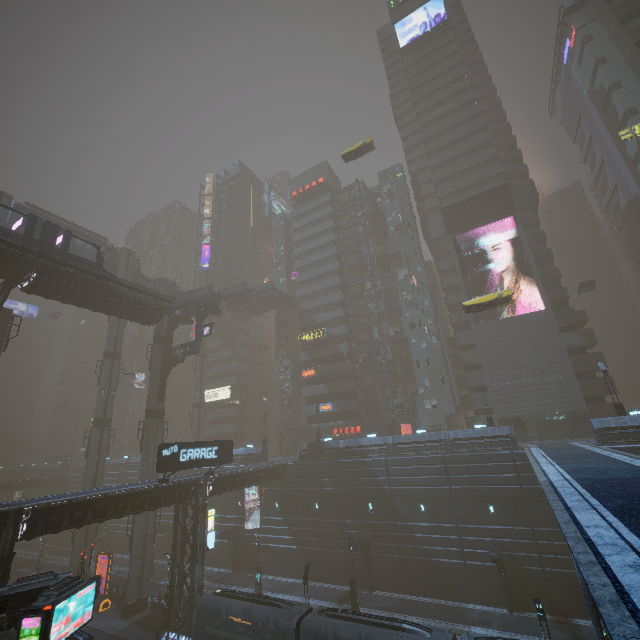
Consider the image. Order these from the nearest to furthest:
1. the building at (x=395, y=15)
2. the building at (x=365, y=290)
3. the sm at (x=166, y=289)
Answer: the sm at (x=166, y=289) < the building at (x=365, y=290) < the building at (x=395, y=15)

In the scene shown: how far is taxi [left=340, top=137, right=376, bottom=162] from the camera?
40.1 meters

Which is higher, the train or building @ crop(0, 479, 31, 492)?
building @ crop(0, 479, 31, 492)

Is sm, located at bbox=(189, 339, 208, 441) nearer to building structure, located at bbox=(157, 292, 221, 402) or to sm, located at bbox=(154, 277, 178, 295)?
sm, located at bbox=(154, 277, 178, 295)

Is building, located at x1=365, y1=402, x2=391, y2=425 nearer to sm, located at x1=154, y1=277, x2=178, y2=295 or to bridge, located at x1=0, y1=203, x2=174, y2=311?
sm, located at x1=154, y1=277, x2=178, y2=295

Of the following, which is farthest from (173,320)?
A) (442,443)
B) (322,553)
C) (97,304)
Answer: (442,443)

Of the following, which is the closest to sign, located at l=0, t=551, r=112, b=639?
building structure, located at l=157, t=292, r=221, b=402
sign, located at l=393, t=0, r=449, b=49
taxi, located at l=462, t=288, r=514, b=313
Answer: building structure, located at l=157, t=292, r=221, b=402

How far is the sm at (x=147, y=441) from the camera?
35.1m
